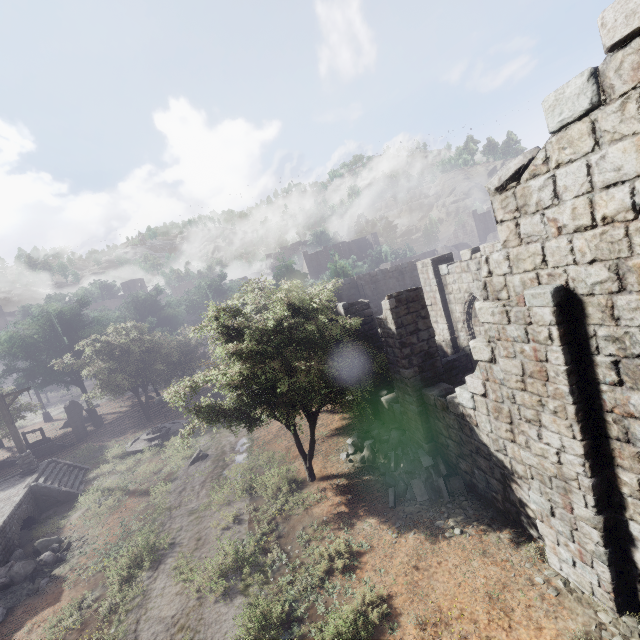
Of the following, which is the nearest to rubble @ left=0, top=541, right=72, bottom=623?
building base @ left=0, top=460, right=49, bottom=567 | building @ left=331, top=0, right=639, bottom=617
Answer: building base @ left=0, top=460, right=49, bottom=567

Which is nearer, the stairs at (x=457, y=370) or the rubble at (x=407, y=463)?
the rubble at (x=407, y=463)

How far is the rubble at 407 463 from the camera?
9.8 meters

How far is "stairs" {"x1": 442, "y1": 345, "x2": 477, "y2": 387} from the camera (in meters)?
14.82

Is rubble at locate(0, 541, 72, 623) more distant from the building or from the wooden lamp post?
the wooden lamp post

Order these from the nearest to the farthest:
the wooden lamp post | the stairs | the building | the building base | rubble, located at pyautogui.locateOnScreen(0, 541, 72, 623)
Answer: the building, rubble, located at pyautogui.locateOnScreen(0, 541, 72, 623), the building base, the stairs, the wooden lamp post

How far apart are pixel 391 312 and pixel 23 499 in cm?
1905

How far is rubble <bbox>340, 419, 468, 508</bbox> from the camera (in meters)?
9.79
